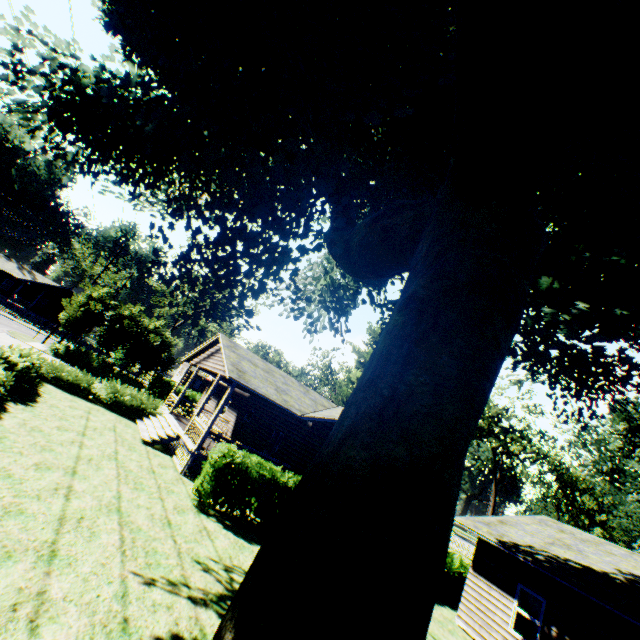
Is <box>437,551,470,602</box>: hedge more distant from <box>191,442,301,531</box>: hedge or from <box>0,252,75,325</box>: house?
<box>0,252,75,325</box>: house

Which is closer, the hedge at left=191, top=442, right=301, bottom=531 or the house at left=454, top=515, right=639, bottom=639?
the house at left=454, top=515, right=639, bottom=639

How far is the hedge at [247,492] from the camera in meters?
11.3 m

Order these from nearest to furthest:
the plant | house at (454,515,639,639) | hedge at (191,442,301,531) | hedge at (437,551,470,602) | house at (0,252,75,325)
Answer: the plant, house at (454,515,639,639), hedge at (191,442,301,531), hedge at (437,551,470,602), house at (0,252,75,325)

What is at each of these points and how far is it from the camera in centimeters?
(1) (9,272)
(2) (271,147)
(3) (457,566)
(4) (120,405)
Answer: (1) house, 4931cm
(2) plant, 862cm
(3) hedge, 1673cm
(4) hedge, 1902cm

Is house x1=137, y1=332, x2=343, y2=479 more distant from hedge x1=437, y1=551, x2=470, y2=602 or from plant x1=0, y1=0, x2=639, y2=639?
hedge x1=437, y1=551, x2=470, y2=602

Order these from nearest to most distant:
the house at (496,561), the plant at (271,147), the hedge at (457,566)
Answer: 1. the plant at (271,147)
2. the house at (496,561)
3. the hedge at (457,566)

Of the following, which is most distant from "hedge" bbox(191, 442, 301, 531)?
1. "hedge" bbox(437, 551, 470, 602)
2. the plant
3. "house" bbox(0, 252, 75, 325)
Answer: "house" bbox(0, 252, 75, 325)
